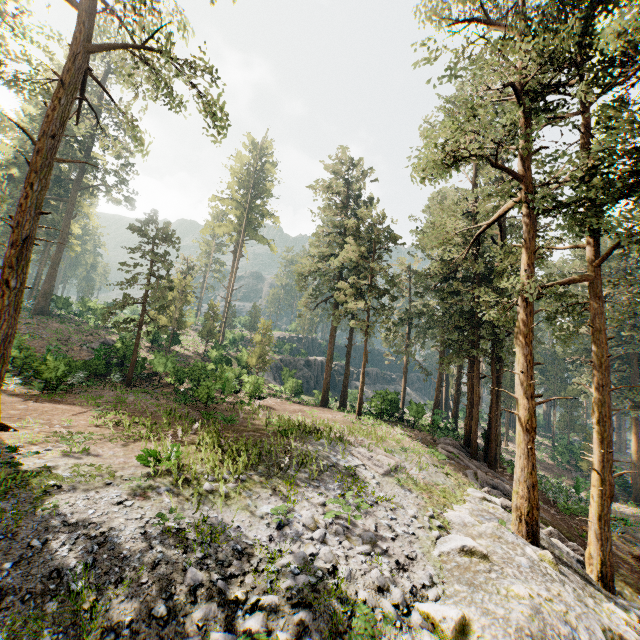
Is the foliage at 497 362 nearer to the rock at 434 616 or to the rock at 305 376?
the rock at 434 616

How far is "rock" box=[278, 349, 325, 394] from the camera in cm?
3994

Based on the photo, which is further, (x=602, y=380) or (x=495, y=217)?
(x=495, y=217)

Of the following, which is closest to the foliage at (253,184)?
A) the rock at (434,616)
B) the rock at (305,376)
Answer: the rock at (434,616)

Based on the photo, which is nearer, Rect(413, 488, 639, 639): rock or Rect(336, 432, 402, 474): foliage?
Rect(413, 488, 639, 639): rock

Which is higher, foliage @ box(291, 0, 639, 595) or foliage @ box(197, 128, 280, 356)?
foliage @ box(197, 128, 280, 356)

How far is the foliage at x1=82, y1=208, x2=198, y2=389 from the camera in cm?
2491
